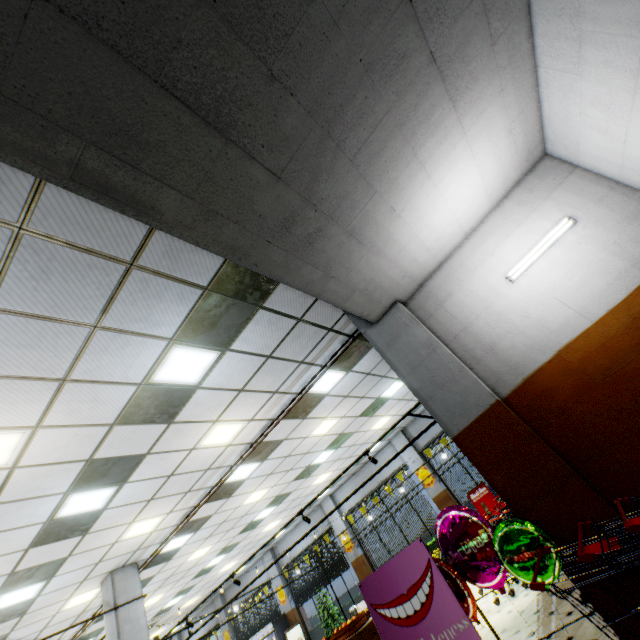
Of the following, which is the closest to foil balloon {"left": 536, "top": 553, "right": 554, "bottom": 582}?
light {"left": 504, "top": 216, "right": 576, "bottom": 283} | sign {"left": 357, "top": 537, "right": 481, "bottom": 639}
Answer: sign {"left": 357, "top": 537, "right": 481, "bottom": 639}

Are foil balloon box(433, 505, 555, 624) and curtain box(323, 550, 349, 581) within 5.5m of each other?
no

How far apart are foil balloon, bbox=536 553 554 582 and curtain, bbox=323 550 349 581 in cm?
1388

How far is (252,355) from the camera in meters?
5.4

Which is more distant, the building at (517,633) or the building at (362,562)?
the building at (362,562)

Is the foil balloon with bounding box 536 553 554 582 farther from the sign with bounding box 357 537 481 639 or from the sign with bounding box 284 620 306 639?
the sign with bounding box 284 620 306 639

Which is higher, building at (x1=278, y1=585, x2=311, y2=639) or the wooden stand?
building at (x1=278, y1=585, x2=311, y2=639)

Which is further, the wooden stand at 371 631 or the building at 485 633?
the wooden stand at 371 631
